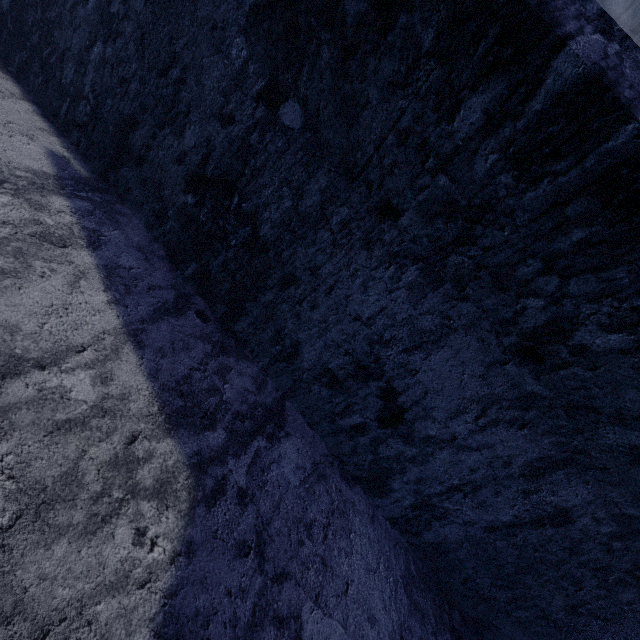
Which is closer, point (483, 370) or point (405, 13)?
point (405, 13)
